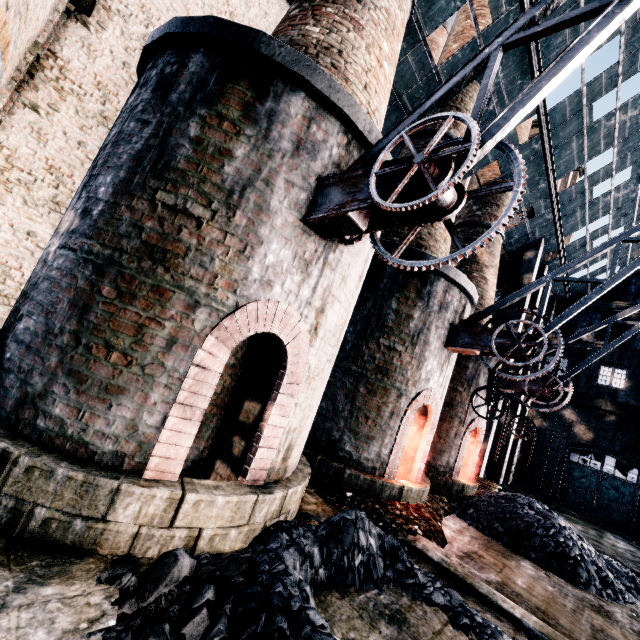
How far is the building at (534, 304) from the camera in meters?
21.1 m

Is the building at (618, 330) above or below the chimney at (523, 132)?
below

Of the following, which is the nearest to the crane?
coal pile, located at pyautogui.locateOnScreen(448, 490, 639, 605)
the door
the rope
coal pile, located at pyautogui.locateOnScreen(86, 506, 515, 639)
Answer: coal pile, located at pyautogui.locateOnScreen(86, 506, 515, 639)

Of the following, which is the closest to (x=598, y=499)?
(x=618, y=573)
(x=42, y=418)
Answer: (x=618, y=573)

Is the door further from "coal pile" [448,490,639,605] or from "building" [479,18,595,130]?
"coal pile" [448,490,639,605]

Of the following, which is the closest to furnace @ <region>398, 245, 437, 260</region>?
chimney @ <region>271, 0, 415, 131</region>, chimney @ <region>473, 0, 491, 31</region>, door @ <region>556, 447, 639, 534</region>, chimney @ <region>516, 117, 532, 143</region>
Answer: chimney @ <region>271, 0, 415, 131</region>

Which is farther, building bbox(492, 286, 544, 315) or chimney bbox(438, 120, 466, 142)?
building bbox(492, 286, 544, 315)

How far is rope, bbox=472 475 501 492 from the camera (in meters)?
16.10
